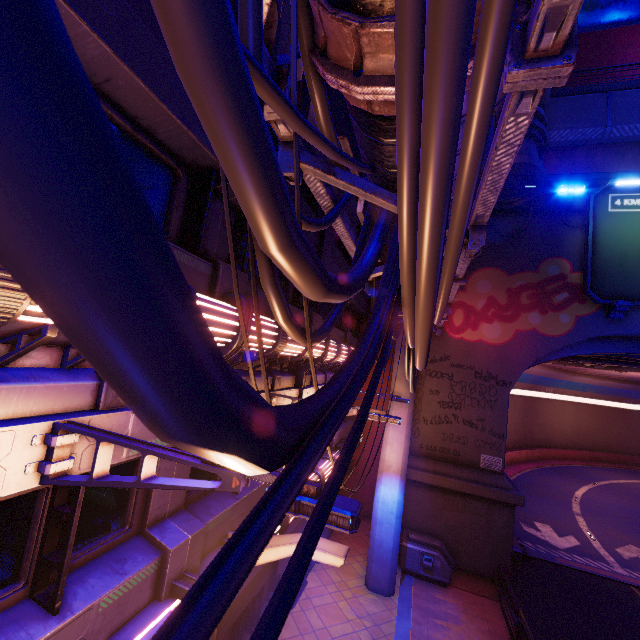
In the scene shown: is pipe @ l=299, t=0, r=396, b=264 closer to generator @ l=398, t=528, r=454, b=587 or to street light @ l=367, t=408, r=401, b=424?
street light @ l=367, t=408, r=401, b=424

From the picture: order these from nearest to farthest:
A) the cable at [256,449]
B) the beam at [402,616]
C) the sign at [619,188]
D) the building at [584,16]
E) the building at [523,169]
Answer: the cable at [256,449] < the beam at [402,616] < the building at [523,169] < the sign at [619,188] < the building at [584,16]

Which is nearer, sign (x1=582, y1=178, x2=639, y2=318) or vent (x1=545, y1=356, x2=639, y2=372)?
sign (x1=582, y1=178, x2=639, y2=318)

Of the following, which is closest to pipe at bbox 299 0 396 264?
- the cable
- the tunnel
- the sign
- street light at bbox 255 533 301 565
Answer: the cable

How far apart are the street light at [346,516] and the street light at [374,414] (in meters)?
4.48

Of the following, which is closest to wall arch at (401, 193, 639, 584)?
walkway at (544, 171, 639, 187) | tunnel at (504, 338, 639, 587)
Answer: tunnel at (504, 338, 639, 587)

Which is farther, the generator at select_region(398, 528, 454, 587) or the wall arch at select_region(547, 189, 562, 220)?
the wall arch at select_region(547, 189, 562, 220)

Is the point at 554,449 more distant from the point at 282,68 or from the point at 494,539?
the point at 282,68
